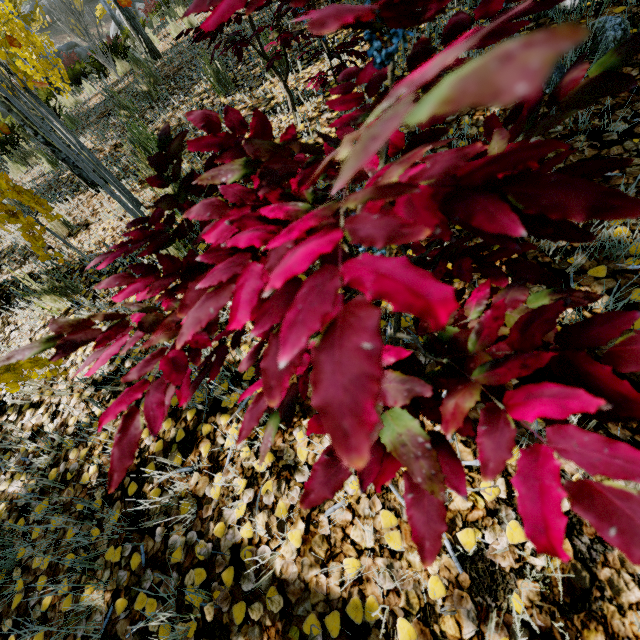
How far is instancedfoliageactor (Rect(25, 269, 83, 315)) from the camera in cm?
238

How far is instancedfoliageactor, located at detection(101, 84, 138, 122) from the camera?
4.7m

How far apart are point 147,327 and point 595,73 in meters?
0.8

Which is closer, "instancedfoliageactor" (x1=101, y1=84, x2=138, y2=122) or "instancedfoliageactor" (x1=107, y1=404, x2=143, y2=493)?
"instancedfoliageactor" (x1=107, y1=404, x2=143, y2=493)

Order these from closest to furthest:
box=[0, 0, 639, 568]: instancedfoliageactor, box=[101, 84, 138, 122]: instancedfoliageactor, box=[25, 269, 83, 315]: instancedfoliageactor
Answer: box=[0, 0, 639, 568]: instancedfoliageactor → box=[25, 269, 83, 315]: instancedfoliageactor → box=[101, 84, 138, 122]: instancedfoliageactor

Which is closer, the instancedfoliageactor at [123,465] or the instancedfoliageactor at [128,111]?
the instancedfoliageactor at [123,465]

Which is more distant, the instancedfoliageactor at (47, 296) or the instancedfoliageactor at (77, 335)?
the instancedfoliageactor at (47, 296)
